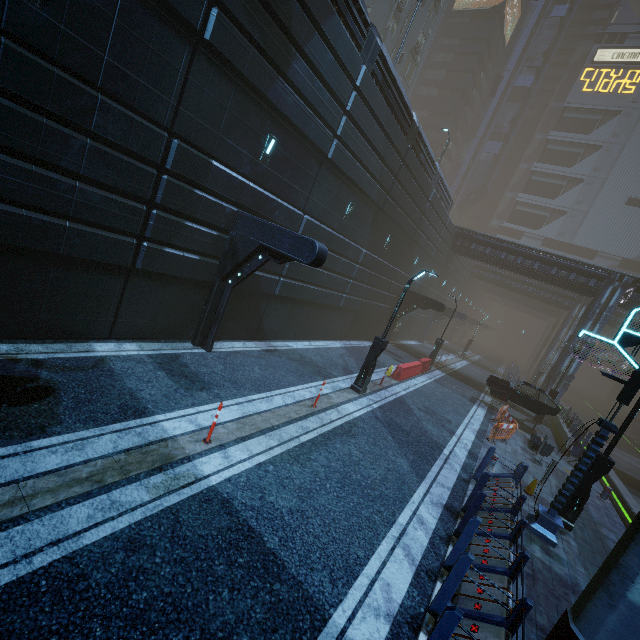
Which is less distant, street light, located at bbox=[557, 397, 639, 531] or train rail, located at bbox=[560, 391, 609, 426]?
street light, located at bbox=[557, 397, 639, 531]

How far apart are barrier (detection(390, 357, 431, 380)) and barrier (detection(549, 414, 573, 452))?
8.2m

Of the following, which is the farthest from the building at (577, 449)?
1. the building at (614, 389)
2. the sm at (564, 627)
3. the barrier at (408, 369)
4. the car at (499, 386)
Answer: the barrier at (408, 369)

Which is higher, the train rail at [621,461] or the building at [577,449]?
the building at [577,449]

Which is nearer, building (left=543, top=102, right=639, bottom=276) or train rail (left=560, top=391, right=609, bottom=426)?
train rail (left=560, top=391, right=609, bottom=426)

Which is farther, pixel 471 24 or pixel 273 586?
pixel 471 24

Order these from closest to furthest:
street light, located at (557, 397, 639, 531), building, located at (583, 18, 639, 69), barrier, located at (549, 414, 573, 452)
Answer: street light, located at (557, 397, 639, 531) < barrier, located at (549, 414, 573, 452) < building, located at (583, 18, 639, 69)

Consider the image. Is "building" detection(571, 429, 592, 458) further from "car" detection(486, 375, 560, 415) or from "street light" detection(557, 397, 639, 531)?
"street light" detection(557, 397, 639, 531)
